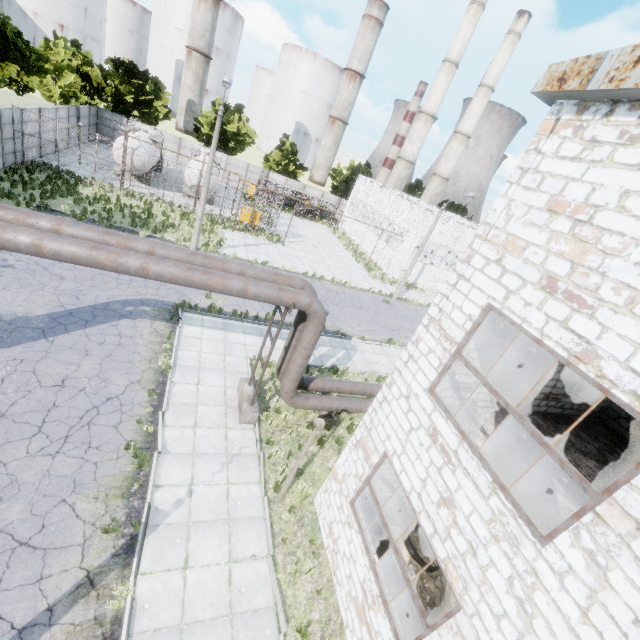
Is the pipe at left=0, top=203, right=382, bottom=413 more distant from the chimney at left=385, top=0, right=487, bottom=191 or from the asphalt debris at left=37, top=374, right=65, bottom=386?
the chimney at left=385, top=0, right=487, bottom=191

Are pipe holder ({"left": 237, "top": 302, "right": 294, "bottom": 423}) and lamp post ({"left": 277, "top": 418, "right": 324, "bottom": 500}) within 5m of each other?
yes

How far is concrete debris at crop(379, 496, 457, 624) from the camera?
8.0m

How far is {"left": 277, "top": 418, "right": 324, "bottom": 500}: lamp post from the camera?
8.18m

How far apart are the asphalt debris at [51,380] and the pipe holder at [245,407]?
5.5 meters

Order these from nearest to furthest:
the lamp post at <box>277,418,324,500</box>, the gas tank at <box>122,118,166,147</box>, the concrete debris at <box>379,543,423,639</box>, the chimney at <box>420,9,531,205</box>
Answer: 1. the concrete debris at <box>379,543,423,639</box>
2. the lamp post at <box>277,418,324,500</box>
3. the gas tank at <box>122,118,166,147</box>
4. the chimney at <box>420,9,531,205</box>

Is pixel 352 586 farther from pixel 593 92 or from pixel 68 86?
pixel 68 86

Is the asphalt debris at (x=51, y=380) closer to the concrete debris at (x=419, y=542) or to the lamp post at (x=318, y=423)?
the lamp post at (x=318, y=423)
